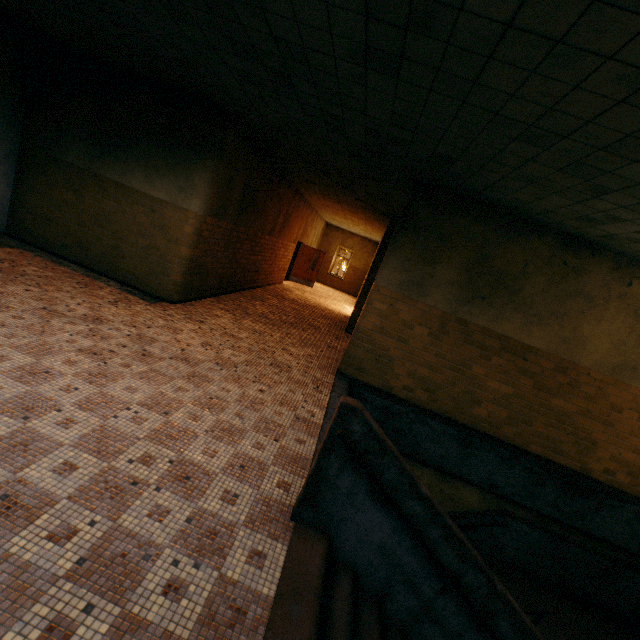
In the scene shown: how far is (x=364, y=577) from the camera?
2.8 meters

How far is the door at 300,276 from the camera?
17.3 meters

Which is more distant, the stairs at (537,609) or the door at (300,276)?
the door at (300,276)

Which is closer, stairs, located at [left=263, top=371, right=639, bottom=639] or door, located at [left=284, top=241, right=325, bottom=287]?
stairs, located at [left=263, top=371, right=639, bottom=639]

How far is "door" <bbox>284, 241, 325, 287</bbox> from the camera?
17.27m
